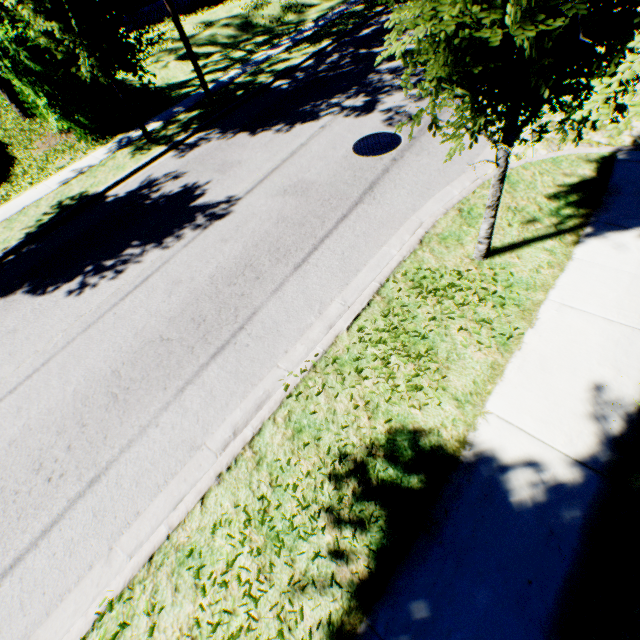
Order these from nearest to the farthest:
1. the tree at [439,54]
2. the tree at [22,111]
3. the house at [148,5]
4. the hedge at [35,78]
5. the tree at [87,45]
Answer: the tree at [439,54] → the tree at [87,45] → the hedge at [35,78] → the tree at [22,111] → the house at [148,5]

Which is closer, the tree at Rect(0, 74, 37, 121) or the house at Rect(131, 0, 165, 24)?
the tree at Rect(0, 74, 37, 121)

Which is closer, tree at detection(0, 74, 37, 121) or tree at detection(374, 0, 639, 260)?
tree at detection(374, 0, 639, 260)

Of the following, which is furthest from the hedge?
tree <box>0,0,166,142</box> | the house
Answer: the house

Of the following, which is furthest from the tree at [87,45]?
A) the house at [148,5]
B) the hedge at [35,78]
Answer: the house at [148,5]

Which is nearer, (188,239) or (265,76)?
(188,239)

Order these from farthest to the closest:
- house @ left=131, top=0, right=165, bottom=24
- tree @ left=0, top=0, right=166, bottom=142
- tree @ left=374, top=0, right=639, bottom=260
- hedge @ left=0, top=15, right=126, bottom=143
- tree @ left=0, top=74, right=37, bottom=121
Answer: house @ left=131, top=0, right=165, bottom=24
tree @ left=0, top=74, right=37, bottom=121
hedge @ left=0, top=15, right=126, bottom=143
tree @ left=0, top=0, right=166, bottom=142
tree @ left=374, top=0, right=639, bottom=260
